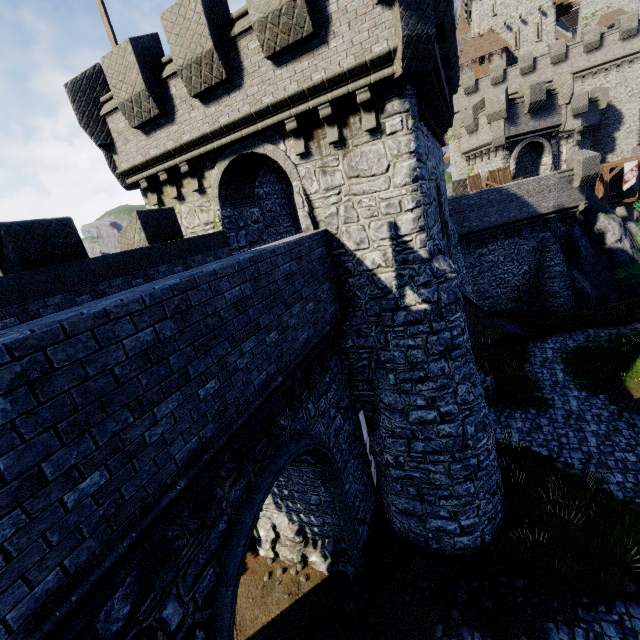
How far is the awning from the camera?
11.3m

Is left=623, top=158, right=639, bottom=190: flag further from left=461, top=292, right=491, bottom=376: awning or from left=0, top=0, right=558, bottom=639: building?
left=461, top=292, right=491, bottom=376: awning

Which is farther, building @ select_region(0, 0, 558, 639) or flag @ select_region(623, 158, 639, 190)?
flag @ select_region(623, 158, 639, 190)

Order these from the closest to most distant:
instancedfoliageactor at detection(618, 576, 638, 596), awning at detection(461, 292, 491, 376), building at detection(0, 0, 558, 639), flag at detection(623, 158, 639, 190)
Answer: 1. building at detection(0, 0, 558, 639)
2. instancedfoliageactor at detection(618, 576, 638, 596)
3. awning at detection(461, 292, 491, 376)
4. flag at detection(623, 158, 639, 190)

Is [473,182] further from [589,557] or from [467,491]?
[589,557]

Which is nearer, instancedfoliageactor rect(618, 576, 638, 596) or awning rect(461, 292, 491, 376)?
instancedfoliageactor rect(618, 576, 638, 596)

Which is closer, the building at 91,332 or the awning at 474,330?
the building at 91,332

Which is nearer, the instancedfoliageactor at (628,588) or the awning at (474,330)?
the instancedfoliageactor at (628,588)
